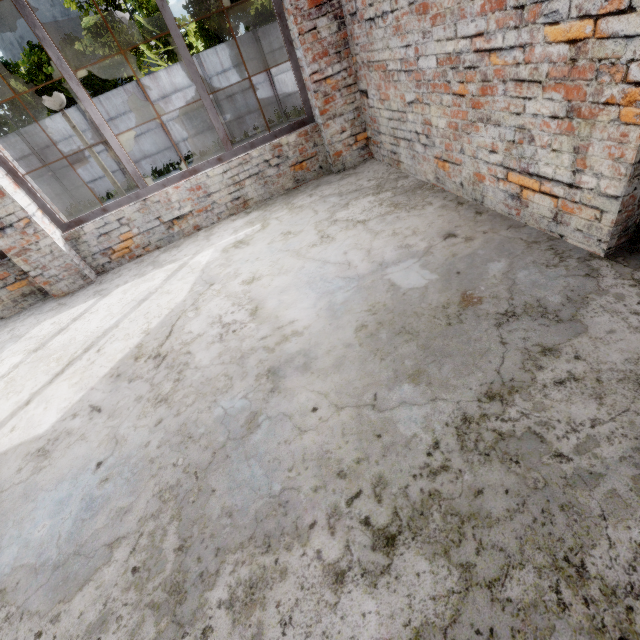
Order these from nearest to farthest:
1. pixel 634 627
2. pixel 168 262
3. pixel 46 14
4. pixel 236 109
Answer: pixel 634 627 < pixel 168 262 < pixel 236 109 < pixel 46 14

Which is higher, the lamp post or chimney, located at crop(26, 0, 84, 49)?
chimney, located at crop(26, 0, 84, 49)

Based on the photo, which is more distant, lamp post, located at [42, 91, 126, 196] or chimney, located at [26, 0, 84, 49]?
chimney, located at [26, 0, 84, 49]

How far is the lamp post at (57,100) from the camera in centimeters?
480cm

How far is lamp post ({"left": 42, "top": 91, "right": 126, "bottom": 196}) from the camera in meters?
4.8

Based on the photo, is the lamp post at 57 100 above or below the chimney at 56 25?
below
